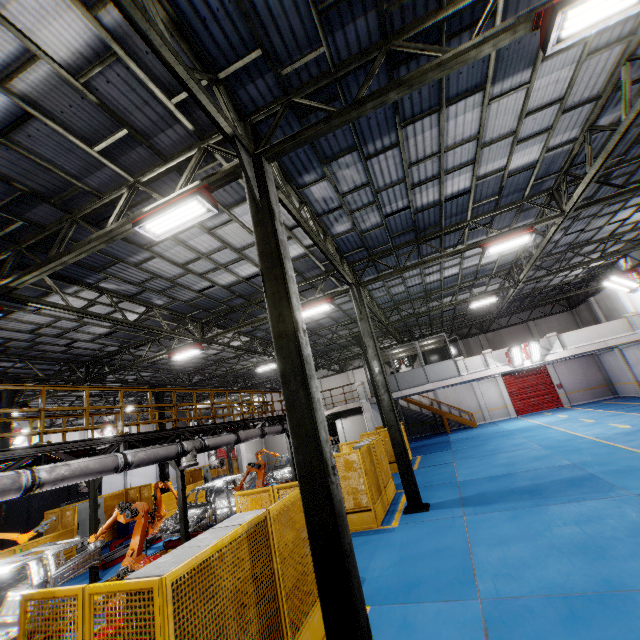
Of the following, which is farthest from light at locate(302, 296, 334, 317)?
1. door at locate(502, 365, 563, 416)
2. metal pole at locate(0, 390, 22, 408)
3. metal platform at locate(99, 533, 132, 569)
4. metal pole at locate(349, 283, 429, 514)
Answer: door at locate(502, 365, 563, 416)

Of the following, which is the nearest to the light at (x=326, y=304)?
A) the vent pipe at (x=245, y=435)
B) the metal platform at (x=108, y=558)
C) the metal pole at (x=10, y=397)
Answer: the vent pipe at (x=245, y=435)

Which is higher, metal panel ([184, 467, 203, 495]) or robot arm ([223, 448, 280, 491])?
robot arm ([223, 448, 280, 491])

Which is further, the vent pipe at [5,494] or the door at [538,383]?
the door at [538,383]

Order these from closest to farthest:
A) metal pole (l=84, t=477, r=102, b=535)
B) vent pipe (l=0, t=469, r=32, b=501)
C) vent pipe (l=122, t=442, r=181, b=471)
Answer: vent pipe (l=0, t=469, r=32, b=501) < vent pipe (l=122, t=442, r=181, b=471) < metal pole (l=84, t=477, r=102, b=535)

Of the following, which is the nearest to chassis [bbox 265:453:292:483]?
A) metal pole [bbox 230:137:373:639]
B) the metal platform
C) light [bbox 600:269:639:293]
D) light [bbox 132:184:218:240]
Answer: the metal platform

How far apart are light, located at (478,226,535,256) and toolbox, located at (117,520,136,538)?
20.56m

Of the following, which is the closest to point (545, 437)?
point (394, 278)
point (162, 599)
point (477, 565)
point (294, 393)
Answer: point (394, 278)
